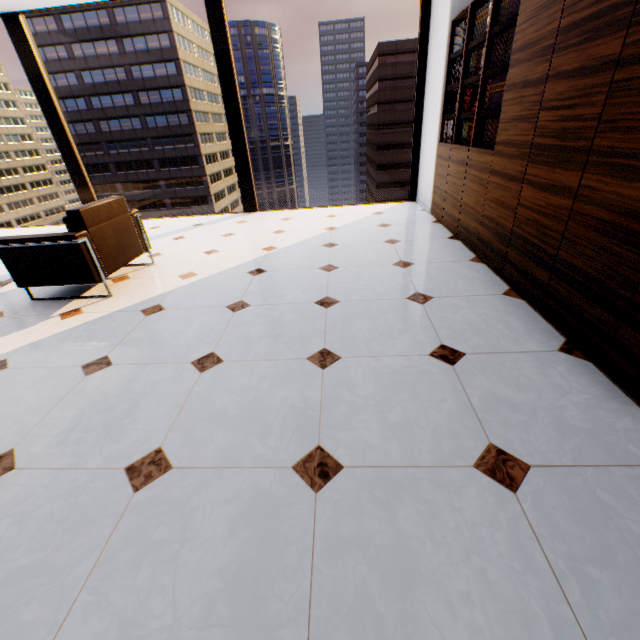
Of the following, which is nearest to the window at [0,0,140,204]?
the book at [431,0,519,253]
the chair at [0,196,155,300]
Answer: the book at [431,0,519,253]

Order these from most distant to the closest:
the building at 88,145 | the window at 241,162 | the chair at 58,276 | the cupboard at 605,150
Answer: the building at 88,145 < the window at 241,162 < the chair at 58,276 < the cupboard at 605,150

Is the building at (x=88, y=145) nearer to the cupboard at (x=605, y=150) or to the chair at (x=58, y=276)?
the chair at (x=58, y=276)

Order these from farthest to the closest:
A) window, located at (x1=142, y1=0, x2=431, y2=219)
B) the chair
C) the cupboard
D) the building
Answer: the building, window, located at (x1=142, y1=0, x2=431, y2=219), the chair, the cupboard

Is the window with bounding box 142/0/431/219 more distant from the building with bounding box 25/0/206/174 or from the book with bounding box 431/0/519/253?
the building with bounding box 25/0/206/174

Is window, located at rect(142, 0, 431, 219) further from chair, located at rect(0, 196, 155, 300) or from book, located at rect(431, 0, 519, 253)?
chair, located at rect(0, 196, 155, 300)

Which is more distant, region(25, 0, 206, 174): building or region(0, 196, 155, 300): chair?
region(25, 0, 206, 174): building

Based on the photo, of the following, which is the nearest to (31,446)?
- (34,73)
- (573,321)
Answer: (573,321)
